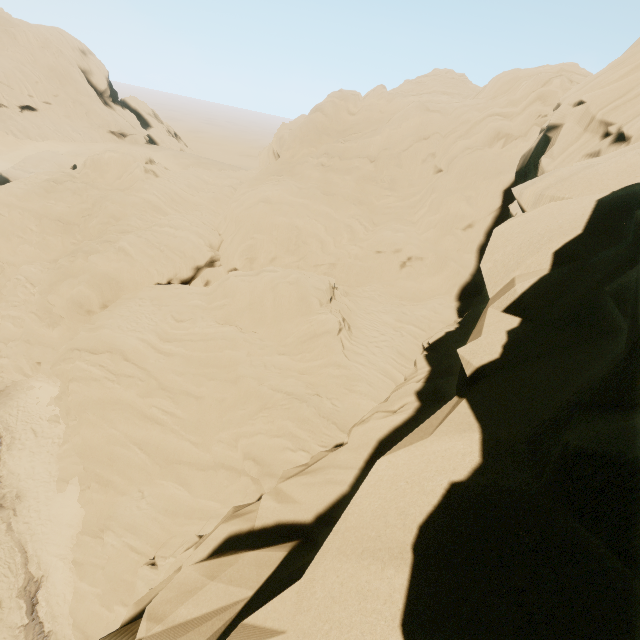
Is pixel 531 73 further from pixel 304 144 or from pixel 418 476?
pixel 418 476
